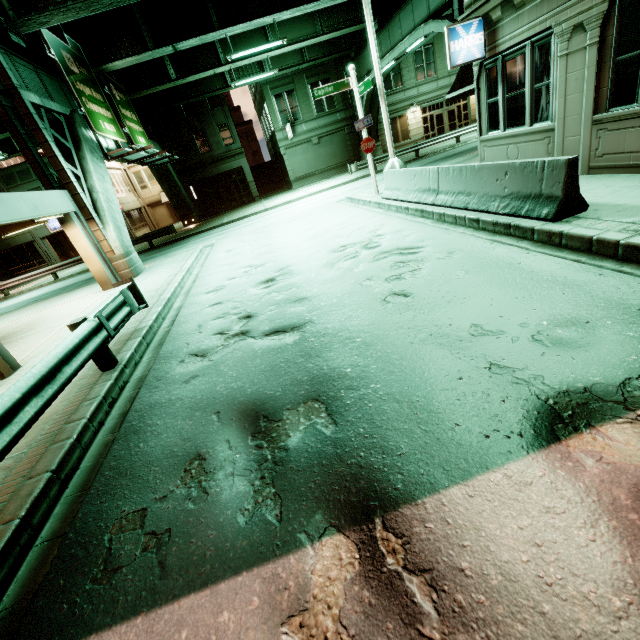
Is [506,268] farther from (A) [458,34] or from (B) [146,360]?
(A) [458,34]

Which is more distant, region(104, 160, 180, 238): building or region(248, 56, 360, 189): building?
region(104, 160, 180, 238): building

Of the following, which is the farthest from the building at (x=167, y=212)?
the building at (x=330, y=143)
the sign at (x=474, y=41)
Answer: the sign at (x=474, y=41)

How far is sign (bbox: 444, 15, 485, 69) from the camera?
8.8 meters

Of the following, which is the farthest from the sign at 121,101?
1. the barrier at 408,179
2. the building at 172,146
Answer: the barrier at 408,179

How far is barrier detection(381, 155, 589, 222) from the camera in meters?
5.6

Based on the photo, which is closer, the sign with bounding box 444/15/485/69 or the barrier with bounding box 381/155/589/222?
the barrier with bounding box 381/155/589/222

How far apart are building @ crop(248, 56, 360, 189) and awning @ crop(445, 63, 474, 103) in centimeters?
2269cm
